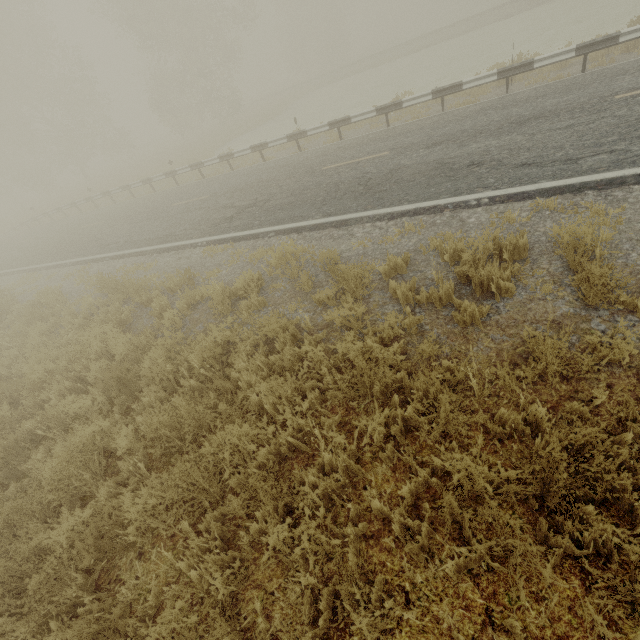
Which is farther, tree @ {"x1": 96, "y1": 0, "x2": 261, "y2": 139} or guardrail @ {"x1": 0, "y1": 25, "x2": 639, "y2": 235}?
tree @ {"x1": 96, "y1": 0, "x2": 261, "y2": 139}

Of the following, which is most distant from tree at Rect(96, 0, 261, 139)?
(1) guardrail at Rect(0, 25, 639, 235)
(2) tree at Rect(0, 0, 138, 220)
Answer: (1) guardrail at Rect(0, 25, 639, 235)

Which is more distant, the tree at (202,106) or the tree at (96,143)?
the tree at (96,143)

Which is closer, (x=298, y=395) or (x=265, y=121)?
(x=298, y=395)

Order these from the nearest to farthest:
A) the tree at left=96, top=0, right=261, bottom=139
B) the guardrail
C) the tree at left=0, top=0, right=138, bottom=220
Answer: the guardrail < the tree at left=96, top=0, right=261, bottom=139 < the tree at left=0, top=0, right=138, bottom=220

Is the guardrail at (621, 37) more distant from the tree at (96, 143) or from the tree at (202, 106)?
the tree at (202, 106)
